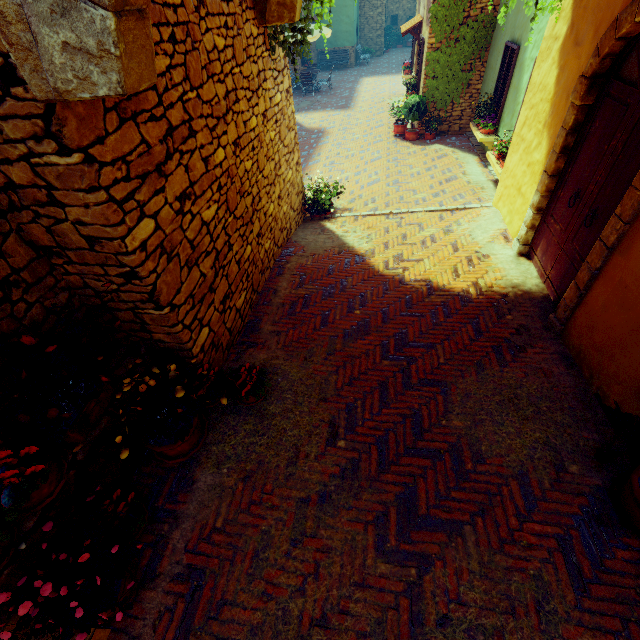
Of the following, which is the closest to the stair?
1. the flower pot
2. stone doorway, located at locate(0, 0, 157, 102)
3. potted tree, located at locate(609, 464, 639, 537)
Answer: stone doorway, located at locate(0, 0, 157, 102)

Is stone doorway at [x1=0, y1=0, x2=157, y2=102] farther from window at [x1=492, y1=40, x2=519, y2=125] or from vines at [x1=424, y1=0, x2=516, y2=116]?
vines at [x1=424, y1=0, x2=516, y2=116]

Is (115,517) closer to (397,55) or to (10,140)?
(10,140)

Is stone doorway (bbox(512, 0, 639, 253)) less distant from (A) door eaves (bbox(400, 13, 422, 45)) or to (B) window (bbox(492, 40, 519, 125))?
(B) window (bbox(492, 40, 519, 125))

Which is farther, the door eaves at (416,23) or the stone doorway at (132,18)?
the door eaves at (416,23)

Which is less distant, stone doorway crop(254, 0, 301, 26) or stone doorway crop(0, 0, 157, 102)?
stone doorway crop(0, 0, 157, 102)

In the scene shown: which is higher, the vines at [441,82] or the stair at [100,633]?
the vines at [441,82]

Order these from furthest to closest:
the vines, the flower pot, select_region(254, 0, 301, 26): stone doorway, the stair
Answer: the flower pot, the vines, select_region(254, 0, 301, 26): stone doorway, the stair
